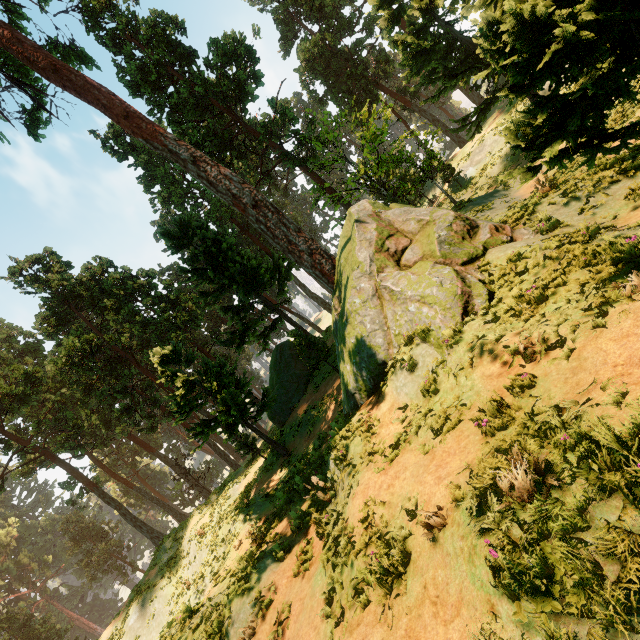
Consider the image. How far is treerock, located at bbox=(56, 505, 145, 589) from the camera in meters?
53.3

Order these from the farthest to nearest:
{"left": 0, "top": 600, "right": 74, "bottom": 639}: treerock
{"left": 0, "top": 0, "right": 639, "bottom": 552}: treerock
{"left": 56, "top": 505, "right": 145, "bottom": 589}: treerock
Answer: {"left": 56, "top": 505, "right": 145, "bottom": 589}: treerock, {"left": 0, "top": 600, "right": 74, "bottom": 639}: treerock, {"left": 0, "top": 0, "right": 639, "bottom": 552}: treerock

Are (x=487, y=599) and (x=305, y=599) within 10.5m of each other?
yes

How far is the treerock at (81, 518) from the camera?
53.3 meters

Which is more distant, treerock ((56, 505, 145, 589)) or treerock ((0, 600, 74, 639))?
treerock ((56, 505, 145, 589))

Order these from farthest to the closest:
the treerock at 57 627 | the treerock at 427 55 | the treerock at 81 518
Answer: the treerock at 81 518 → the treerock at 57 627 → the treerock at 427 55
